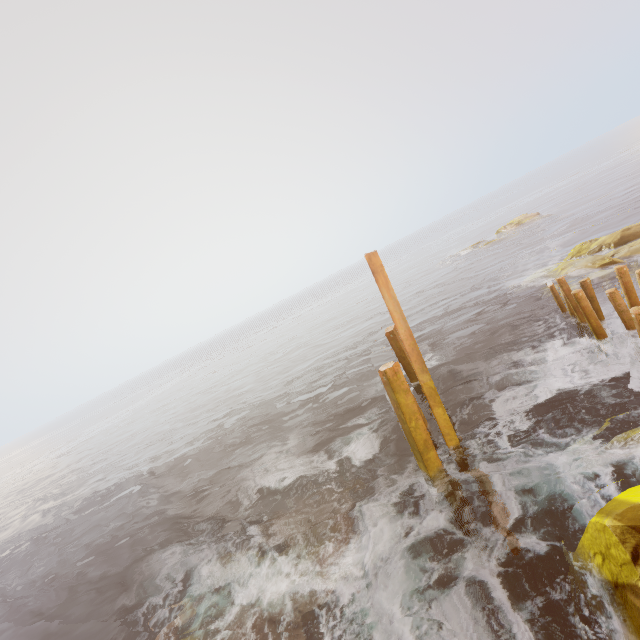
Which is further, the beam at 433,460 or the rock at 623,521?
the beam at 433,460

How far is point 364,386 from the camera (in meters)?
16.77

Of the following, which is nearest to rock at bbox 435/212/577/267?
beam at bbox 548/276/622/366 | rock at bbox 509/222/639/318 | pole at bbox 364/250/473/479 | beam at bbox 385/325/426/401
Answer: rock at bbox 509/222/639/318

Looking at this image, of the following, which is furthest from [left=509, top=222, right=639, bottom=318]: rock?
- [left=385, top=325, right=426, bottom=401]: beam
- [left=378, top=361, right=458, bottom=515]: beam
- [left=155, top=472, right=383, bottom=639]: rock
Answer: [left=155, top=472, right=383, bottom=639]: rock

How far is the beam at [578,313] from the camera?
8.90m

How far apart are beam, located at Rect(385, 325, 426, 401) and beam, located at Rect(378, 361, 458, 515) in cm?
423

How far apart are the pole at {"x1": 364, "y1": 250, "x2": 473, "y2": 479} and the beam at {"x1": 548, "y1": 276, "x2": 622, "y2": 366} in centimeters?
593cm

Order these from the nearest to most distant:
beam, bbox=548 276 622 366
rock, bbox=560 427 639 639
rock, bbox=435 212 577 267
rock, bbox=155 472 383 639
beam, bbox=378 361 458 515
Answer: rock, bbox=560 427 639 639
rock, bbox=155 472 383 639
beam, bbox=378 361 458 515
beam, bbox=548 276 622 366
rock, bbox=435 212 577 267
